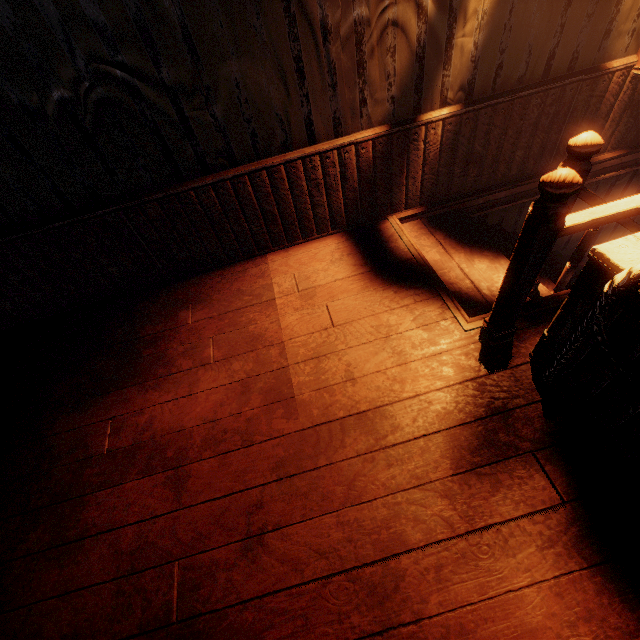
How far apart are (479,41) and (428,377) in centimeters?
248cm
